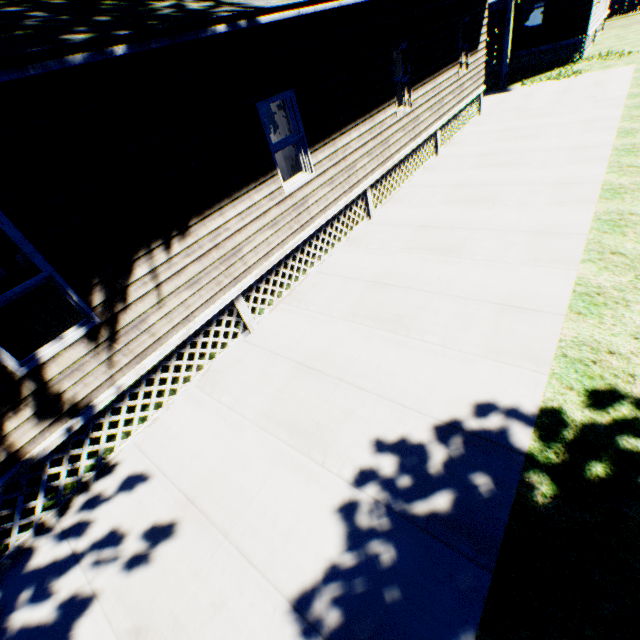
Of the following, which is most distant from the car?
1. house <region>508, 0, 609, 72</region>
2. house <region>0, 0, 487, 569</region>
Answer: house <region>508, 0, 609, 72</region>

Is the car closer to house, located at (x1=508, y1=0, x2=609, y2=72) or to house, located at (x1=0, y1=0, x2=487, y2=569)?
house, located at (x1=0, y1=0, x2=487, y2=569)

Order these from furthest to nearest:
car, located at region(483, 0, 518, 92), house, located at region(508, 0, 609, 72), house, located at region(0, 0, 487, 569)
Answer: house, located at region(508, 0, 609, 72)
car, located at region(483, 0, 518, 92)
house, located at region(0, 0, 487, 569)

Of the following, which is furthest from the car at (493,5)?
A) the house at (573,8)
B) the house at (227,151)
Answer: the house at (573,8)

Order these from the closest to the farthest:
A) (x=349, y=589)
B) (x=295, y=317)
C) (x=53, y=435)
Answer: (x=349, y=589), (x=53, y=435), (x=295, y=317)

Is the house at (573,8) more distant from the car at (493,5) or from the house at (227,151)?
the house at (227,151)
